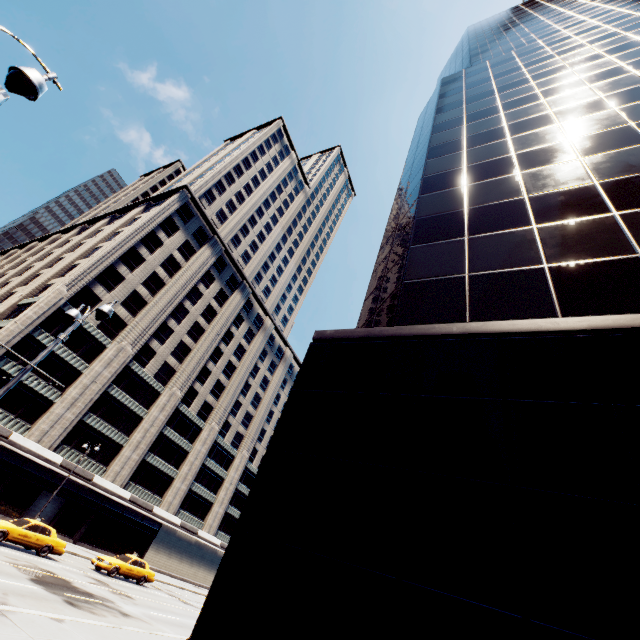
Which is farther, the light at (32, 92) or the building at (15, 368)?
the building at (15, 368)

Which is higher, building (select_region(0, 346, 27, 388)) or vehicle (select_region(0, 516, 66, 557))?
building (select_region(0, 346, 27, 388))

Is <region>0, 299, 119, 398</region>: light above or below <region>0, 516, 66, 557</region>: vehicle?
above

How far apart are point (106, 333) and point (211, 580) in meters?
41.8

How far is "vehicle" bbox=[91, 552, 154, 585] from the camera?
23.02m

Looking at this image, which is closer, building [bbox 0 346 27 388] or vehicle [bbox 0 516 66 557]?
vehicle [bbox 0 516 66 557]

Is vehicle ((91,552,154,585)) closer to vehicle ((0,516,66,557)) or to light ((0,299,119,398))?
vehicle ((0,516,66,557))

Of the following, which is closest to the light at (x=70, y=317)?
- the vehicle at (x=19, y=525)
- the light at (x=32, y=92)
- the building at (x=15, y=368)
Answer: the light at (x=32, y=92)
